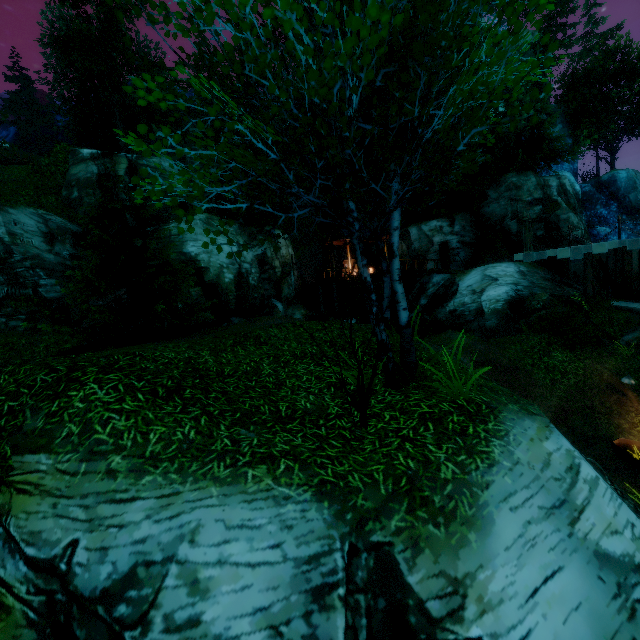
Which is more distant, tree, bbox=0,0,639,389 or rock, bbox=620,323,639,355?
rock, bbox=620,323,639,355

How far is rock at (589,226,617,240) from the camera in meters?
33.7 m

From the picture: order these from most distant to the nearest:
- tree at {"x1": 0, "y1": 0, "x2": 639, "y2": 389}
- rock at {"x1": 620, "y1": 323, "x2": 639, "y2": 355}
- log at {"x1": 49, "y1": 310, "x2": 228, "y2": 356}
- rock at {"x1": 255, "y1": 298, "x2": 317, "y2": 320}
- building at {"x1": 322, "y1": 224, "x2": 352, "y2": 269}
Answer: building at {"x1": 322, "y1": 224, "x2": 352, "y2": 269} < rock at {"x1": 255, "y1": 298, "x2": 317, "y2": 320} < rock at {"x1": 620, "y1": 323, "x2": 639, "y2": 355} < log at {"x1": 49, "y1": 310, "x2": 228, "y2": 356} < tree at {"x1": 0, "y1": 0, "x2": 639, "y2": 389}

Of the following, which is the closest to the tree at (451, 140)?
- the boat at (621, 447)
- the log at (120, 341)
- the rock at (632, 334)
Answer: the log at (120, 341)

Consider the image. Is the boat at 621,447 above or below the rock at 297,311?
below

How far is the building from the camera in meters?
26.0

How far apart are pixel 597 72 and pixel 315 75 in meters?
52.7 m

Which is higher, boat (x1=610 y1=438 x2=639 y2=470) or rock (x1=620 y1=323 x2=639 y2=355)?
rock (x1=620 y1=323 x2=639 y2=355)
